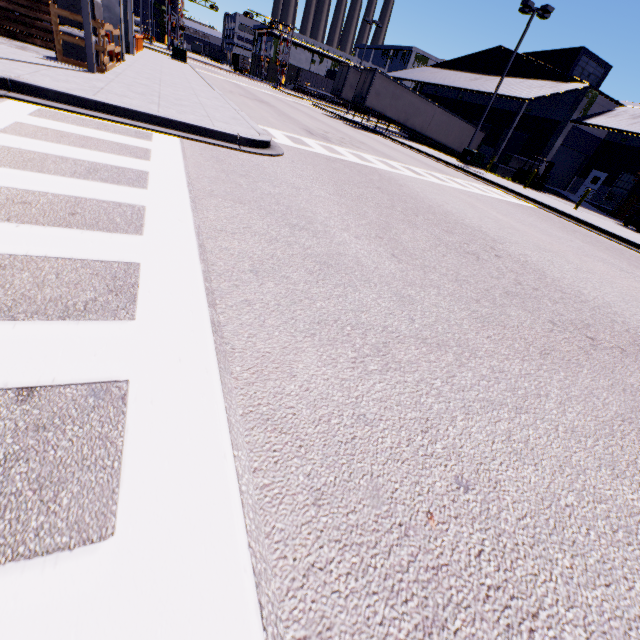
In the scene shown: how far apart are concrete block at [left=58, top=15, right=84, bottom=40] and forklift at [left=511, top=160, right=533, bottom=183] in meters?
28.6

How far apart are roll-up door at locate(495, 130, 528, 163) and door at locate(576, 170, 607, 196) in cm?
703

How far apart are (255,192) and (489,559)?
5.52m

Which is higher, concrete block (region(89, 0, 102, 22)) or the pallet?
concrete block (region(89, 0, 102, 22))

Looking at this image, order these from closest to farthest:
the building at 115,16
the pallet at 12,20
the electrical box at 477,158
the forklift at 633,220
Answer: the pallet at 12,20, the building at 115,16, the forklift at 633,220, the electrical box at 477,158

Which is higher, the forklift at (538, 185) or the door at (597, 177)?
the door at (597, 177)

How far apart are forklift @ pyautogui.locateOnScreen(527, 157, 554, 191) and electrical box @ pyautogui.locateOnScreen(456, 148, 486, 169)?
3.8m

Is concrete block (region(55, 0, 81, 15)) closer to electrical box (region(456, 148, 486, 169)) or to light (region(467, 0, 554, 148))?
electrical box (region(456, 148, 486, 169))
